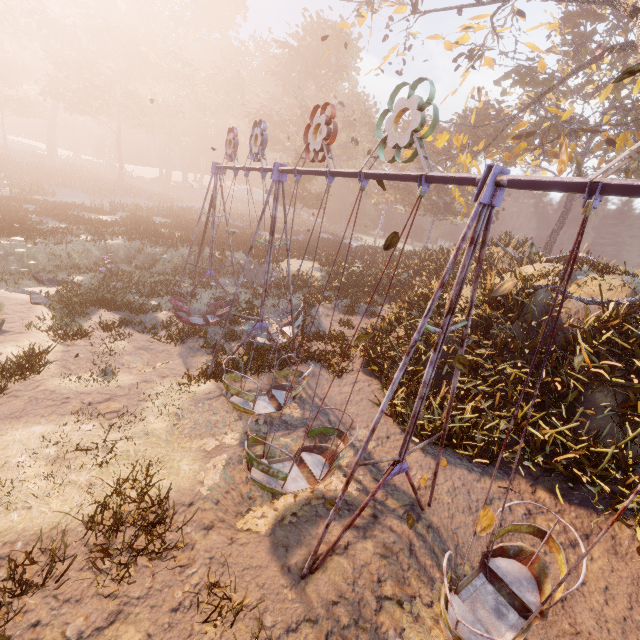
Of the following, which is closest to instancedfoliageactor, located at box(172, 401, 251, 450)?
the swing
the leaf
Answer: the swing

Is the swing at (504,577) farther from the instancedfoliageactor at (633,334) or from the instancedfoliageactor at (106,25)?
the instancedfoliageactor at (106,25)

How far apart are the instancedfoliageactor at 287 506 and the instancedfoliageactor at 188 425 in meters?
0.4 m

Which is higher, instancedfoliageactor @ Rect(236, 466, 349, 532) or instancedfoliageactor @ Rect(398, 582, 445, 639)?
instancedfoliageactor @ Rect(398, 582, 445, 639)

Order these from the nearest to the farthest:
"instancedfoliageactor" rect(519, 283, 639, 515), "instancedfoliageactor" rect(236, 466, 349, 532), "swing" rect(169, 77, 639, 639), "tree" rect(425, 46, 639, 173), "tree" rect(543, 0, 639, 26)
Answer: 1. "swing" rect(169, 77, 639, 639)
2. "instancedfoliageactor" rect(236, 466, 349, 532)
3. "instancedfoliageactor" rect(519, 283, 639, 515)
4. "tree" rect(543, 0, 639, 26)
5. "tree" rect(425, 46, 639, 173)

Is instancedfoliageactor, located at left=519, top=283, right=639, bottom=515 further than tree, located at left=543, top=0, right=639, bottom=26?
No

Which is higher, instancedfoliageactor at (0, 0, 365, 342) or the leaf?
instancedfoliageactor at (0, 0, 365, 342)

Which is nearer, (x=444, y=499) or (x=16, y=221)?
(x=444, y=499)
